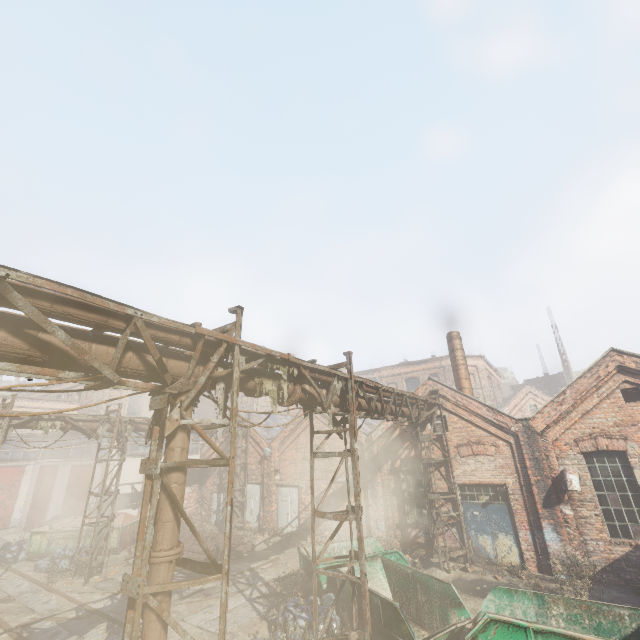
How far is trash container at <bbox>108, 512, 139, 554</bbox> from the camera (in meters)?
16.28

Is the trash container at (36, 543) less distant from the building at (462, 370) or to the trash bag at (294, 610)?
the trash bag at (294, 610)

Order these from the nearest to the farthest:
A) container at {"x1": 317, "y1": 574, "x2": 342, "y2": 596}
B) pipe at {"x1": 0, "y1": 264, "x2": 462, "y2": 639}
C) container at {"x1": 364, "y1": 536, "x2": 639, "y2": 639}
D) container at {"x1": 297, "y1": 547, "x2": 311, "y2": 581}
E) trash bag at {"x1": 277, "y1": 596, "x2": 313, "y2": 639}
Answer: pipe at {"x1": 0, "y1": 264, "x2": 462, "y2": 639} < container at {"x1": 364, "y1": 536, "x2": 639, "y2": 639} < trash bag at {"x1": 277, "y1": 596, "x2": 313, "y2": 639} < container at {"x1": 317, "y1": 574, "x2": 342, "y2": 596} < container at {"x1": 297, "y1": 547, "x2": 311, "y2": 581}

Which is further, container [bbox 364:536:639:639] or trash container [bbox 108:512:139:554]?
trash container [bbox 108:512:139:554]

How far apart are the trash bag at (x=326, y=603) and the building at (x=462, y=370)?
10.7m

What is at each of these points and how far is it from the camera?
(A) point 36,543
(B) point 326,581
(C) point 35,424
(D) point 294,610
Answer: (A) trash container, 16.1 meters
(B) container, 9.8 meters
(C) pipe, 12.8 meters
(D) trash bag, 8.6 meters

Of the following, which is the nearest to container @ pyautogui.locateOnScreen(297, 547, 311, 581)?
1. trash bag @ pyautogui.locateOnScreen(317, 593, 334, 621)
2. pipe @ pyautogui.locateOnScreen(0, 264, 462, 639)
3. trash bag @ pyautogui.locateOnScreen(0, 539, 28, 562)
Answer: trash bag @ pyautogui.locateOnScreen(317, 593, 334, 621)

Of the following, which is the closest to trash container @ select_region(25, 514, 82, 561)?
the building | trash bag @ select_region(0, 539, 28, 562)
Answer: trash bag @ select_region(0, 539, 28, 562)
